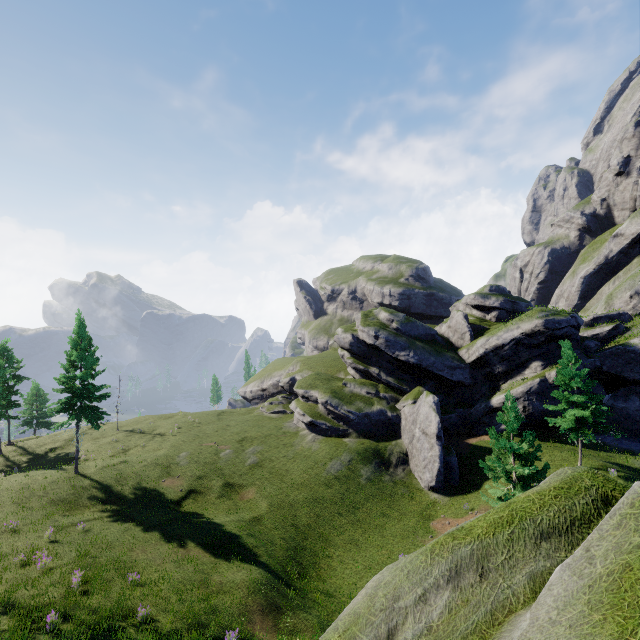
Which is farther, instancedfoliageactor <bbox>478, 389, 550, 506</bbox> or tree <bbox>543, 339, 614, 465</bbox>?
tree <bbox>543, 339, 614, 465</bbox>

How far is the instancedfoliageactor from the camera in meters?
18.0

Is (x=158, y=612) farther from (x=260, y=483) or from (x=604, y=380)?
(x=604, y=380)

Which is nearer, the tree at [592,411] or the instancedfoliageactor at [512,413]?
the instancedfoliageactor at [512,413]

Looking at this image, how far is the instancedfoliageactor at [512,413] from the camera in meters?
18.0 m

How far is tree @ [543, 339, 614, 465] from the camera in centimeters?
2536cm
